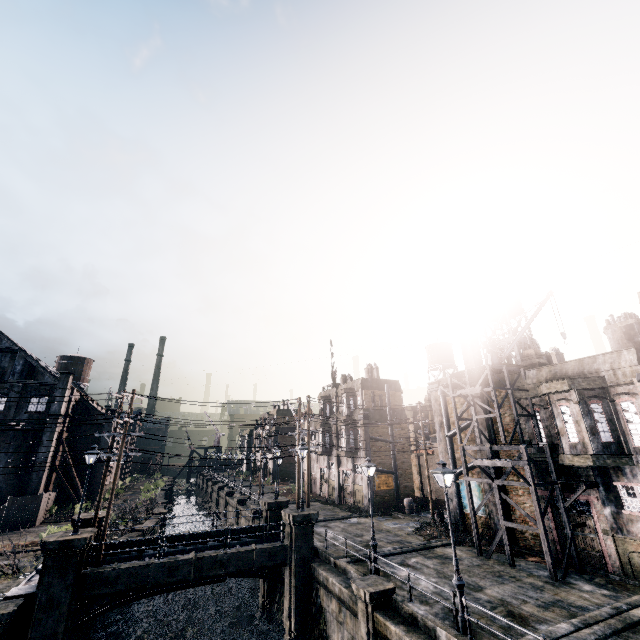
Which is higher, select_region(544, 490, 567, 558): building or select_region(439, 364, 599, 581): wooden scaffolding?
select_region(439, 364, 599, 581): wooden scaffolding

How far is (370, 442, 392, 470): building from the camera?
35.50m

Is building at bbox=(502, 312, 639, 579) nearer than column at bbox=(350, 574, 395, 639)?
No

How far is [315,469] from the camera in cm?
4681

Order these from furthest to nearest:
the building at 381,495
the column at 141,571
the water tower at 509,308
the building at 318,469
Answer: the building at 318,469 < the building at 381,495 < the water tower at 509,308 < the column at 141,571

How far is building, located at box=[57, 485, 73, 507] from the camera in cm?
4212

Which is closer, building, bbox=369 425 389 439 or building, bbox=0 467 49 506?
building, bbox=0 467 49 506

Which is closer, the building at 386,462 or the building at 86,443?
the building at 386,462
